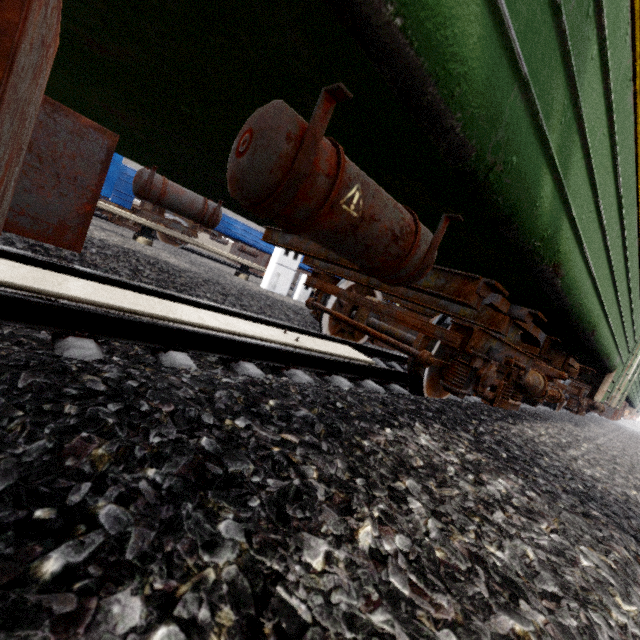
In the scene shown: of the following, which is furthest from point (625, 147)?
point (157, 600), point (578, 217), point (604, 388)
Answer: point (604, 388)
